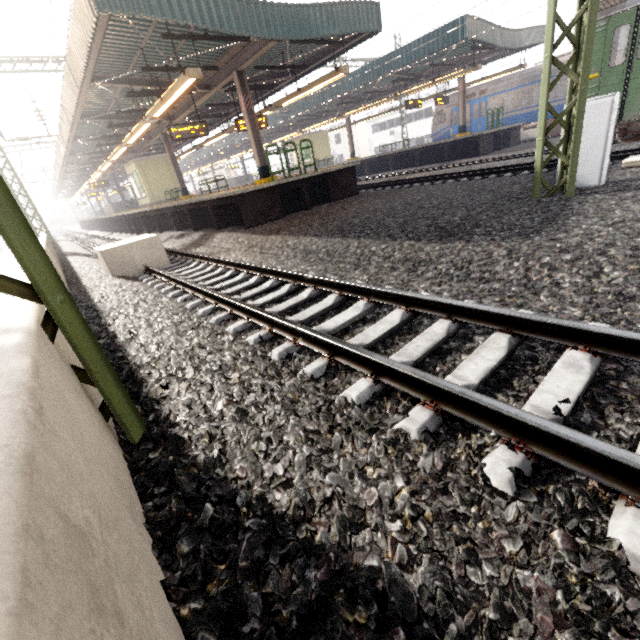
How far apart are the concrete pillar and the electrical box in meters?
9.0

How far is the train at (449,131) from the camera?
23.25m

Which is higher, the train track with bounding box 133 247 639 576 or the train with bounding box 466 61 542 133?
the train with bounding box 466 61 542 133

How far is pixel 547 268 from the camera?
3.4 meters

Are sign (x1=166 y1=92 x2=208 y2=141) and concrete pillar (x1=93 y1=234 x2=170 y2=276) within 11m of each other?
yes

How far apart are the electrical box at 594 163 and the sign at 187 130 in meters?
12.1

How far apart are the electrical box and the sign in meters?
12.1

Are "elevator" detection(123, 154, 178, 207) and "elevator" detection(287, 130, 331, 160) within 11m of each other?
no
